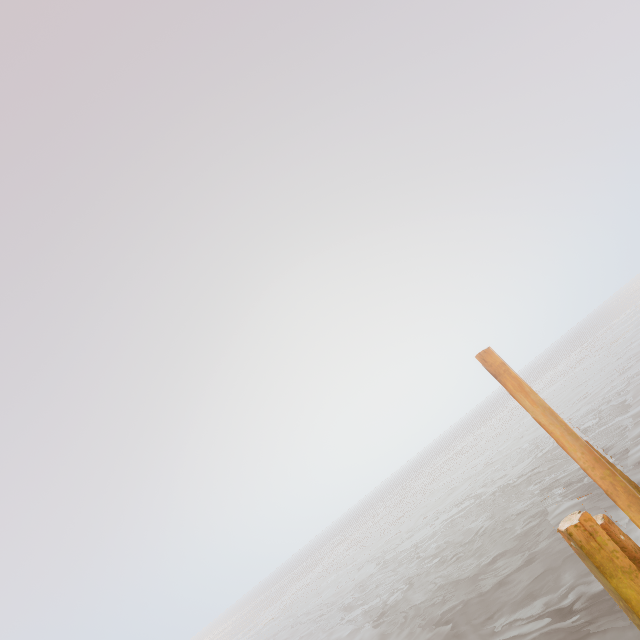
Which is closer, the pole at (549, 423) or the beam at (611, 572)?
the beam at (611, 572)

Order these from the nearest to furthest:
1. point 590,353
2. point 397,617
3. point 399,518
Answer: point 397,617 < point 399,518 < point 590,353

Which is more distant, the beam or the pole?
the pole
